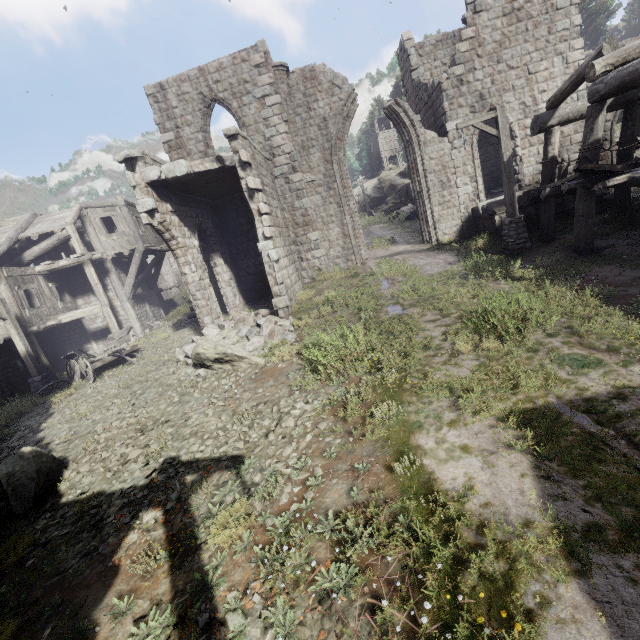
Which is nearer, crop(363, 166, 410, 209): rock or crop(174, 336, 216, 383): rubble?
crop(174, 336, 216, 383): rubble

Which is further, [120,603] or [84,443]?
[84,443]

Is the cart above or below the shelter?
below

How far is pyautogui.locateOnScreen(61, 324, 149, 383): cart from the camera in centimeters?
1263cm

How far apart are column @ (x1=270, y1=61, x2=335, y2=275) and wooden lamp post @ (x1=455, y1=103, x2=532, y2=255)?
6.7 meters

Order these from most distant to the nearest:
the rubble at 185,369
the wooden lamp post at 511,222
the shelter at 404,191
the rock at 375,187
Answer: the rock at 375,187
the shelter at 404,191
the wooden lamp post at 511,222
the rubble at 185,369

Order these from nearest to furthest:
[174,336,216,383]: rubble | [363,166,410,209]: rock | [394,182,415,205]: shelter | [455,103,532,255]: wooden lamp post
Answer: [174,336,216,383]: rubble < [455,103,532,255]: wooden lamp post < [394,182,415,205]: shelter < [363,166,410,209]: rock

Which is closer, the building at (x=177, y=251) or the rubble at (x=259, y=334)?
the rubble at (x=259, y=334)
